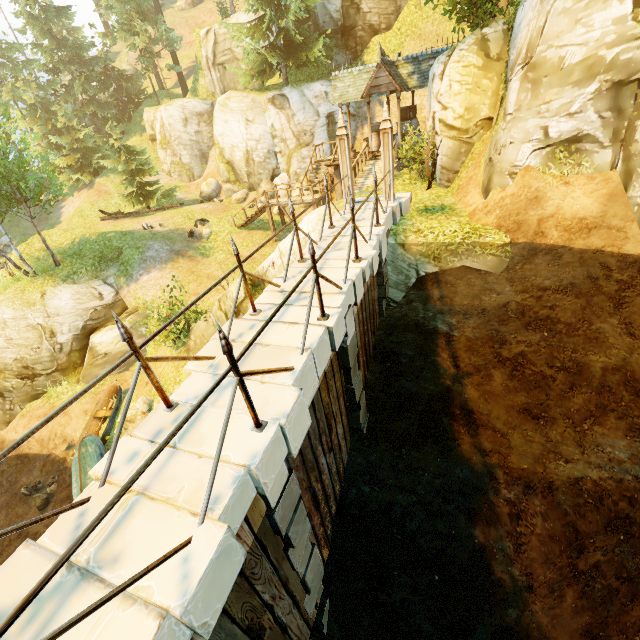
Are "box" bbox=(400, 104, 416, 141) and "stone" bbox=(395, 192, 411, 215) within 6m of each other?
no

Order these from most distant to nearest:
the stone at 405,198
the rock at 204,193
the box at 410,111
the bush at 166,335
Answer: the rock at 204,193
the box at 410,111
the bush at 166,335
the stone at 405,198

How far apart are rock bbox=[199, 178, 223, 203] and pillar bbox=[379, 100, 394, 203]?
23.5 meters

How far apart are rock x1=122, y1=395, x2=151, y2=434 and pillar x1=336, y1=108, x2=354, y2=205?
11.1m

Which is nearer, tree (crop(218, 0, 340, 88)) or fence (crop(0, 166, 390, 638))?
fence (crop(0, 166, 390, 638))

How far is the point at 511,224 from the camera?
9.08m

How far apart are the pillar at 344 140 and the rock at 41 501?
16.93m

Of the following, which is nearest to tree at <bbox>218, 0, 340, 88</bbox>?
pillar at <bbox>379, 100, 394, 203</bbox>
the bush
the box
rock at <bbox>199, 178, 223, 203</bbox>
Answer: rock at <bbox>199, 178, 223, 203</bbox>
